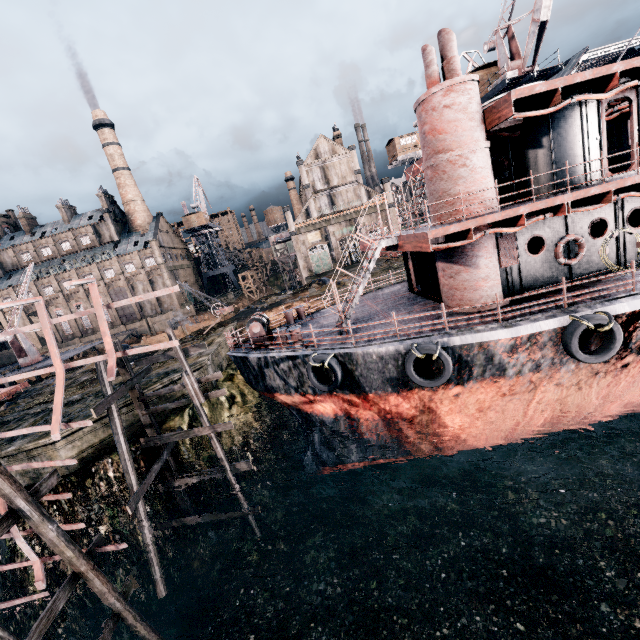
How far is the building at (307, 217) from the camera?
57.7m

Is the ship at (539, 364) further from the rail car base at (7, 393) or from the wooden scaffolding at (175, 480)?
the rail car base at (7, 393)

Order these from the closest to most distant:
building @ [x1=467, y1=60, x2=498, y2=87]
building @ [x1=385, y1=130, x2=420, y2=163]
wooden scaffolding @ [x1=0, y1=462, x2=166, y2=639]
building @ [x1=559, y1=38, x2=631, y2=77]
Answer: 1. wooden scaffolding @ [x1=0, y1=462, x2=166, y2=639]
2. building @ [x1=467, y1=60, x2=498, y2=87]
3. building @ [x1=385, y1=130, x2=420, y2=163]
4. building @ [x1=559, y1=38, x2=631, y2=77]

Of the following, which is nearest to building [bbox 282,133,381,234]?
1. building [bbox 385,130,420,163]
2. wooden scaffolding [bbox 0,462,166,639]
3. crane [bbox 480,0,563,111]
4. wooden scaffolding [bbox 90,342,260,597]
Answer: building [bbox 385,130,420,163]

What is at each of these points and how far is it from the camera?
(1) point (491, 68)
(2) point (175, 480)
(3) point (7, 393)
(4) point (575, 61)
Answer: (1) building, 31.9m
(2) wooden scaffolding, 15.4m
(3) rail car base, 26.6m
(4) building, 57.3m

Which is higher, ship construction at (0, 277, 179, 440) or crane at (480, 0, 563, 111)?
crane at (480, 0, 563, 111)

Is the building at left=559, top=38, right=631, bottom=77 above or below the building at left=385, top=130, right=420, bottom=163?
above

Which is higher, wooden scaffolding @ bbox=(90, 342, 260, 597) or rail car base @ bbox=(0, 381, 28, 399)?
rail car base @ bbox=(0, 381, 28, 399)
